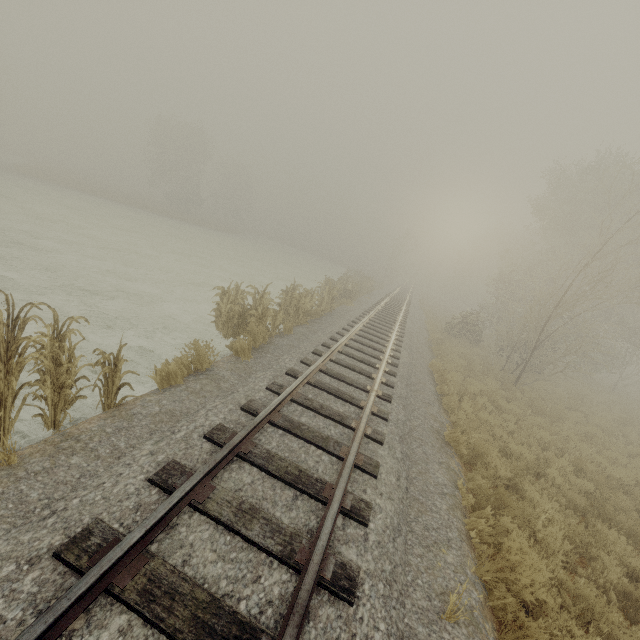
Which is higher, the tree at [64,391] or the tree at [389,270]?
the tree at [389,270]

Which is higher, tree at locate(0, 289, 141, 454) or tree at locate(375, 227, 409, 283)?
tree at locate(375, 227, 409, 283)

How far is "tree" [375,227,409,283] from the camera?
47.9m

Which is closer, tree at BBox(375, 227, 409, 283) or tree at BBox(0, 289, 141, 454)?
tree at BBox(0, 289, 141, 454)

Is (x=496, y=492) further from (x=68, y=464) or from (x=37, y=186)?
(x=37, y=186)

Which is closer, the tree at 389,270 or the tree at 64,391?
the tree at 64,391
